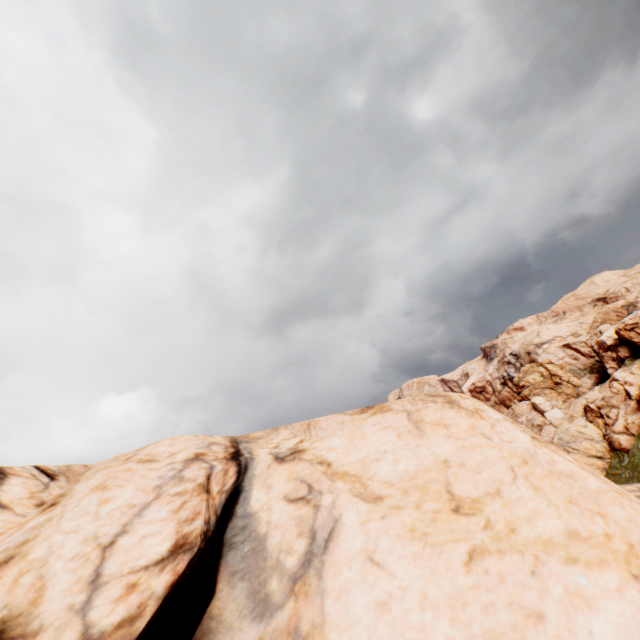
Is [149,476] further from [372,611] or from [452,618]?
[452,618]
